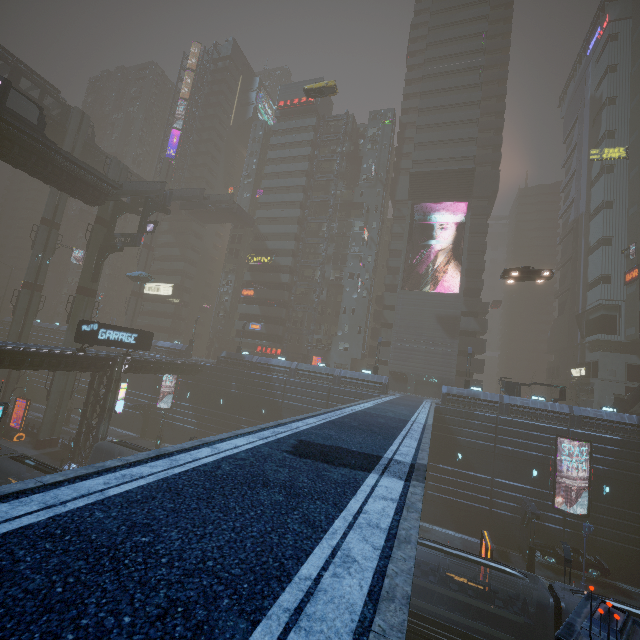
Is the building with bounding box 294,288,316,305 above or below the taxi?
below

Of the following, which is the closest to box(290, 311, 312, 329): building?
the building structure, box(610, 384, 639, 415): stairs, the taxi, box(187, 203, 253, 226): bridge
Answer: box(187, 203, 253, 226): bridge

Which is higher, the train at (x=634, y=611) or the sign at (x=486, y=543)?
the train at (x=634, y=611)

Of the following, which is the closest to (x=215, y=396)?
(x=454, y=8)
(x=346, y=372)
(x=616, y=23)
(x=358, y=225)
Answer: (x=346, y=372)

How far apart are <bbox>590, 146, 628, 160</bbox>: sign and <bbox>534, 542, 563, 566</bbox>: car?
55.0 meters

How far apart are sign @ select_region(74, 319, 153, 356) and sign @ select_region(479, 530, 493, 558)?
33.2 meters

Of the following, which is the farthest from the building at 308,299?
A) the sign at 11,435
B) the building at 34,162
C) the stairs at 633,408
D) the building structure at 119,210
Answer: the building at 34,162
